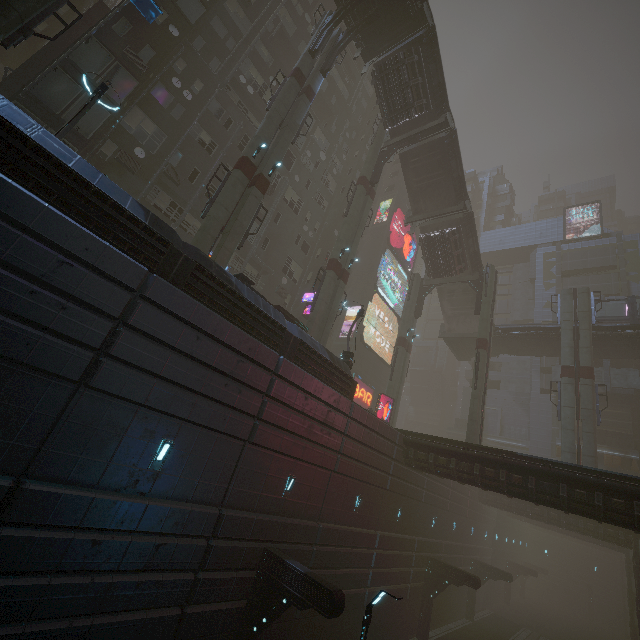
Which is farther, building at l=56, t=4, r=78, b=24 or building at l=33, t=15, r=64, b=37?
building at l=56, t=4, r=78, b=24

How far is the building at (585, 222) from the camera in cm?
4912

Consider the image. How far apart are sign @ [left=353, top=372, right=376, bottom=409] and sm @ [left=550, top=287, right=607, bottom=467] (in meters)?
17.37

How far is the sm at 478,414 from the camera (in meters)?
24.92

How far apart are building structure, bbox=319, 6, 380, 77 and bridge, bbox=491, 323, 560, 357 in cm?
2808

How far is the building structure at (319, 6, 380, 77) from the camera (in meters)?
23.00

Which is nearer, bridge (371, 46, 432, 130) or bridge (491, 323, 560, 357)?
bridge (371, 46, 432, 130)

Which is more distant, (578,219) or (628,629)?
(578,219)
